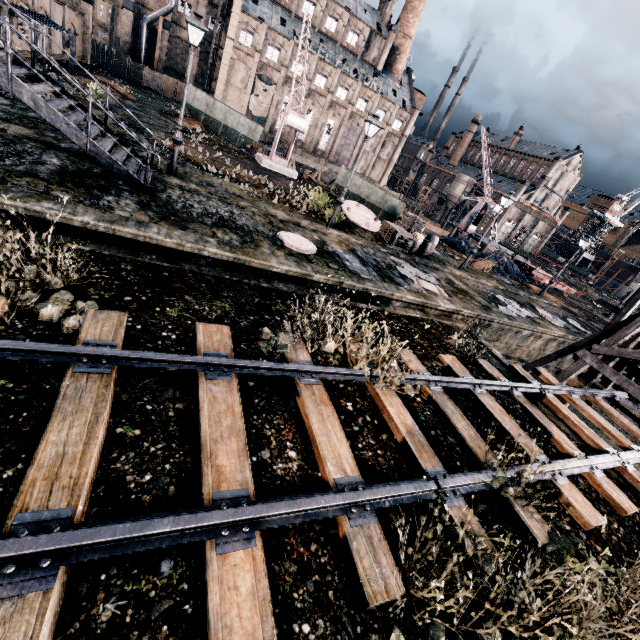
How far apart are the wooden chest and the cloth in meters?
47.8

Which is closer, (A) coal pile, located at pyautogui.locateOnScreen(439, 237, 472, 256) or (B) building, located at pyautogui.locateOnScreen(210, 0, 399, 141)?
(A) coal pile, located at pyautogui.locateOnScreen(439, 237, 472, 256)

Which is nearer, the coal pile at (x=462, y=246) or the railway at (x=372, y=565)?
the railway at (x=372, y=565)

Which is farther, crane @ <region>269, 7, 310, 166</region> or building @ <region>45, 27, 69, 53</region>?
building @ <region>45, 27, 69, 53</region>

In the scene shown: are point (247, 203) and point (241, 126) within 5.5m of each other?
no

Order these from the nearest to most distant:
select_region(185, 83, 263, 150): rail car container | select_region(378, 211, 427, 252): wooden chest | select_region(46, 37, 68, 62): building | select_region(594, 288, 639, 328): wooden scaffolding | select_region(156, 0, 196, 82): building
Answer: select_region(594, 288, 639, 328): wooden scaffolding < select_region(378, 211, 427, 252): wooden chest < select_region(46, 37, 68, 62): building < select_region(185, 83, 263, 150): rail car container < select_region(156, 0, 196, 82): building

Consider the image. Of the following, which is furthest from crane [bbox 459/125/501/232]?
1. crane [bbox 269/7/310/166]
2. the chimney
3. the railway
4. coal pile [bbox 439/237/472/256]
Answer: the chimney

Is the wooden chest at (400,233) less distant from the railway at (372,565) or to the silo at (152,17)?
the railway at (372,565)
